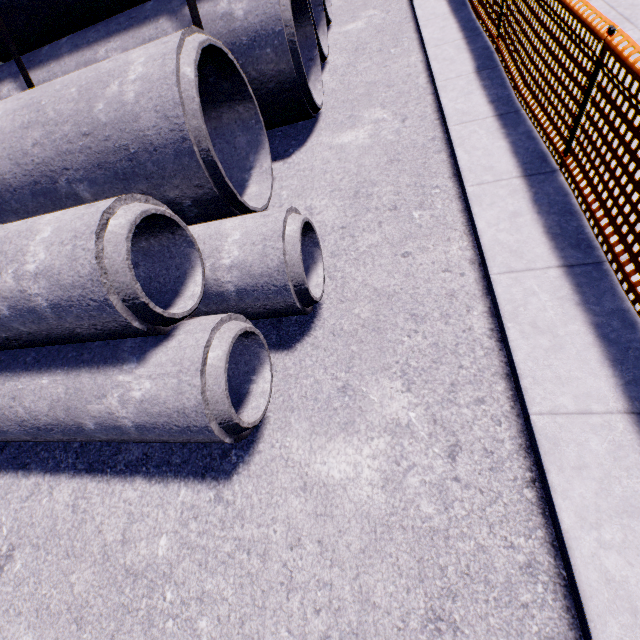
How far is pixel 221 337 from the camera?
2.4m

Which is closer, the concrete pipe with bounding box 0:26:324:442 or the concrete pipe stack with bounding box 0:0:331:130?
the concrete pipe with bounding box 0:26:324:442

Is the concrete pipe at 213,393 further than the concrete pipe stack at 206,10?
No
